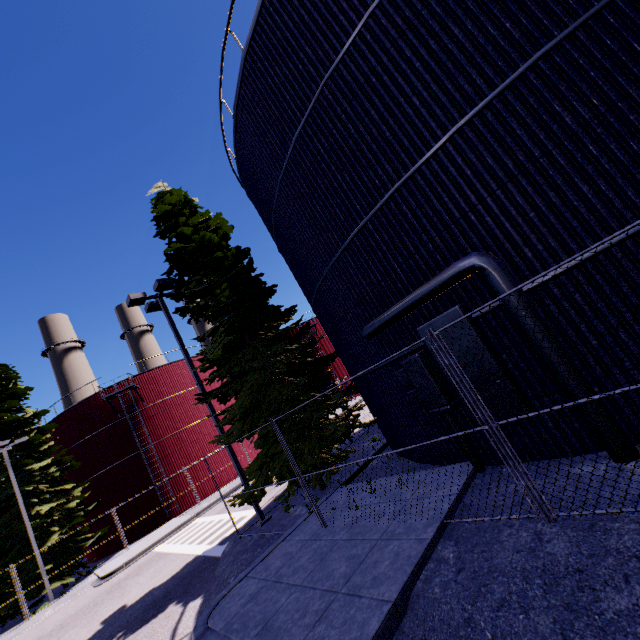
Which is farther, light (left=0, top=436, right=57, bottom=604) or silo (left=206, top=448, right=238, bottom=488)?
silo (left=206, top=448, right=238, bottom=488)

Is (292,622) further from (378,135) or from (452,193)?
(378,135)

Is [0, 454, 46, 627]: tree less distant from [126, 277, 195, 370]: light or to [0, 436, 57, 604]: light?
[0, 436, 57, 604]: light

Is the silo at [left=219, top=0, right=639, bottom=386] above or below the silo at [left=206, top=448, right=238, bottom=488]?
above

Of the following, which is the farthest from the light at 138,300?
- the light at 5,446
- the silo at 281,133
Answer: the light at 5,446

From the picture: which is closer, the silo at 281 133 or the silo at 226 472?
the silo at 281 133

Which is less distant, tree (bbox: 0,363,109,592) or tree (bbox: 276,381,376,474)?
tree (bbox: 276,381,376,474)

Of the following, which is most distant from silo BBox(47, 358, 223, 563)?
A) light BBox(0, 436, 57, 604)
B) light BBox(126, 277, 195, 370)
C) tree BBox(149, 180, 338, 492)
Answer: light BBox(0, 436, 57, 604)
